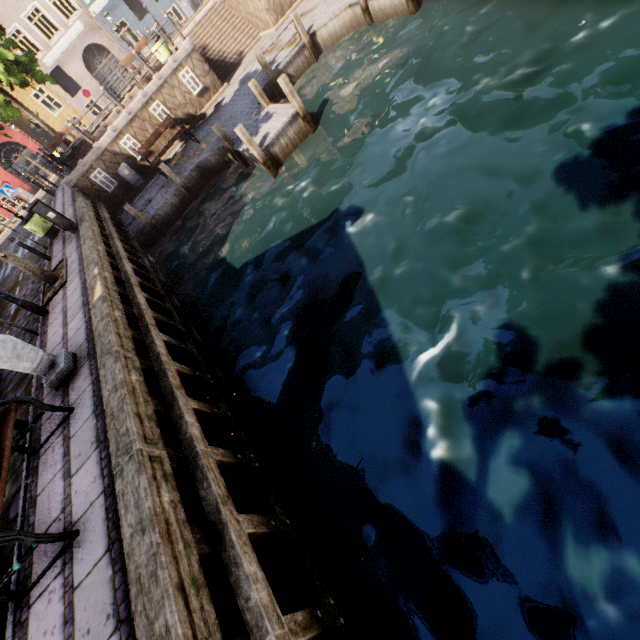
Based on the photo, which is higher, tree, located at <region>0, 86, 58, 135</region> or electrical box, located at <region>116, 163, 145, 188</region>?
tree, located at <region>0, 86, 58, 135</region>

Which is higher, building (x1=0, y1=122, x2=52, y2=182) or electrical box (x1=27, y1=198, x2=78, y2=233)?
building (x1=0, y1=122, x2=52, y2=182)

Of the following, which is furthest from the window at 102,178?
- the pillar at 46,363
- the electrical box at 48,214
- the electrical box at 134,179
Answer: the pillar at 46,363

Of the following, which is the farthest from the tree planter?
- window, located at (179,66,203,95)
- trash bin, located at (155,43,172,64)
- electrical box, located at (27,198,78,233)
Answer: trash bin, located at (155,43,172,64)

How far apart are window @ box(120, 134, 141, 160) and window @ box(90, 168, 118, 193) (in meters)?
1.32

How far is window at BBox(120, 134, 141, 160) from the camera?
14.27m

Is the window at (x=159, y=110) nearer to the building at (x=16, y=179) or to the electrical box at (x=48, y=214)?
the electrical box at (x=48, y=214)

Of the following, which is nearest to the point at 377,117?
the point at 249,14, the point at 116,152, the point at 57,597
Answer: the point at 57,597
